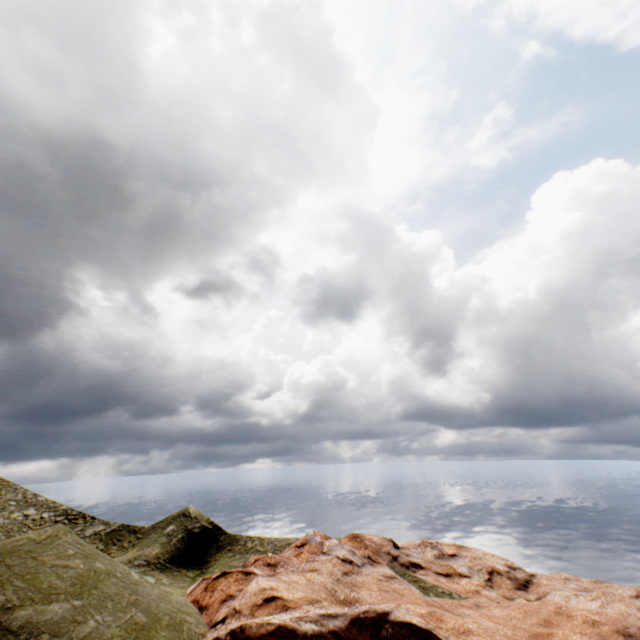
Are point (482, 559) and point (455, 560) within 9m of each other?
yes
